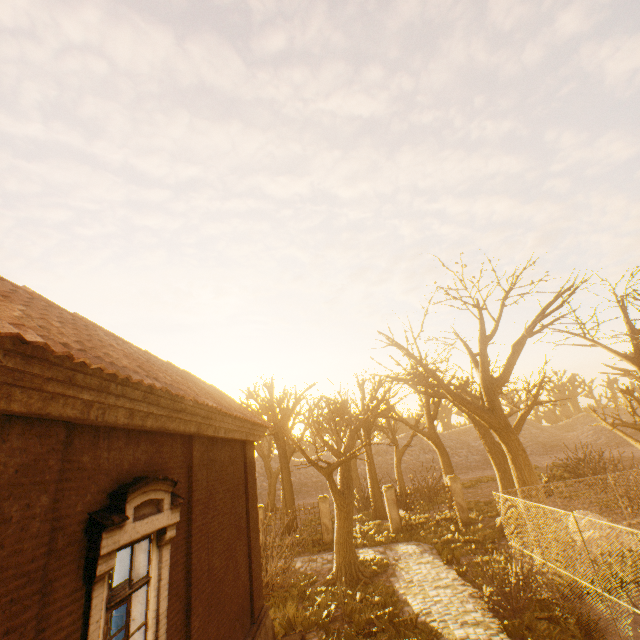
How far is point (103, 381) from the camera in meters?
3.5 m

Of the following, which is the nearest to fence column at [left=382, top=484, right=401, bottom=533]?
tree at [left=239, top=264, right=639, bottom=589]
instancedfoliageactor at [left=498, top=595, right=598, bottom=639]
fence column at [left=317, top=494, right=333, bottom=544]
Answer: fence column at [left=317, top=494, right=333, bottom=544]

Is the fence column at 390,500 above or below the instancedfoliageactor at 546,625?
above

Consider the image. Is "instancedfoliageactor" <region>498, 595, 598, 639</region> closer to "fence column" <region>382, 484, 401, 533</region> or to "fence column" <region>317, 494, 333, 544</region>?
"fence column" <region>382, 484, 401, 533</region>

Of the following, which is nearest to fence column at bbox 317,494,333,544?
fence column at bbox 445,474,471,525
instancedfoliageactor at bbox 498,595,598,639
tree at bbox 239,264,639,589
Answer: tree at bbox 239,264,639,589

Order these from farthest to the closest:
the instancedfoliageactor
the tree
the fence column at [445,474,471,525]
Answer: the fence column at [445,474,471,525] → the tree → the instancedfoliageactor

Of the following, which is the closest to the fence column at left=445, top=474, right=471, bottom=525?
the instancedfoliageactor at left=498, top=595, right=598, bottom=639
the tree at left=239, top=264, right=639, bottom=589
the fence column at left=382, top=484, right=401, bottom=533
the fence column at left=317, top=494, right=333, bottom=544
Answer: the tree at left=239, top=264, right=639, bottom=589

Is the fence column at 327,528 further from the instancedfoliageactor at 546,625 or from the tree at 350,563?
the instancedfoliageactor at 546,625
